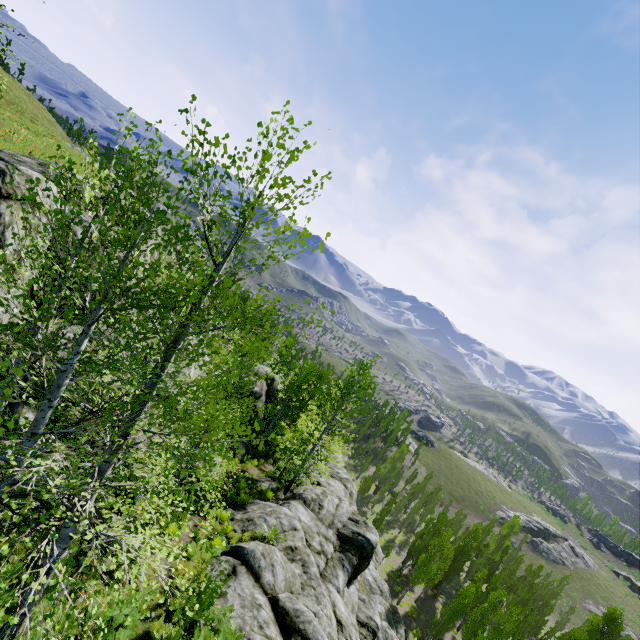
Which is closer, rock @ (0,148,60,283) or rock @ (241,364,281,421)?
rock @ (0,148,60,283)

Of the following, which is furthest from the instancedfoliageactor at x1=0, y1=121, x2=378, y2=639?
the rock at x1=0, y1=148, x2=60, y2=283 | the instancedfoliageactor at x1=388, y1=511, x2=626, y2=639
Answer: the instancedfoliageactor at x1=388, y1=511, x2=626, y2=639

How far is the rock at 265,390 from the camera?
24.11m

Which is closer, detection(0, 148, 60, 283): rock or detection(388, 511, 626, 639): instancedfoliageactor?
detection(0, 148, 60, 283): rock

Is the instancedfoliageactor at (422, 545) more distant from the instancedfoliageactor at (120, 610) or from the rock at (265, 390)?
the instancedfoliageactor at (120, 610)

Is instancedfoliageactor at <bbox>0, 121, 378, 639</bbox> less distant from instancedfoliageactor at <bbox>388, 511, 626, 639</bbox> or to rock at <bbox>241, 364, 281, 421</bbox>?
rock at <bbox>241, 364, 281, 421</bbox>

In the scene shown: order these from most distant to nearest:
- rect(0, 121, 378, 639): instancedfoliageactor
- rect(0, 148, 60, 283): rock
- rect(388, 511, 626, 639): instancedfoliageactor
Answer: rect(388, 511, 626, 639): instancedfoliageactor
rect(0, 148, 60, 283): rock
rect(0, 121, 378, 639): instancedfoliageactor

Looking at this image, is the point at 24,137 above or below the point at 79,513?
above
